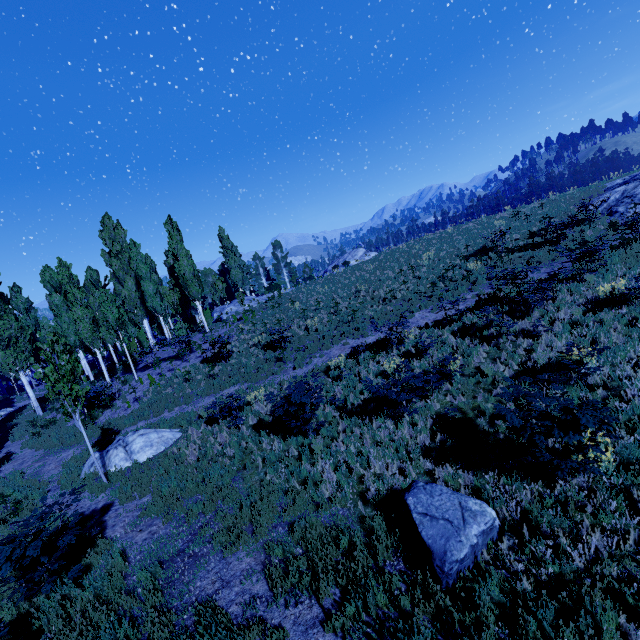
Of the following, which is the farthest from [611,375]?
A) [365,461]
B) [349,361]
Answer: [349,361]

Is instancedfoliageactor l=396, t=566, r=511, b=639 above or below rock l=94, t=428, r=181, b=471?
below

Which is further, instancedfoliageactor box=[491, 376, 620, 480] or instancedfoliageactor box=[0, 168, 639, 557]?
A: instancedfoliageactor box=[0, 168, 639, 557]

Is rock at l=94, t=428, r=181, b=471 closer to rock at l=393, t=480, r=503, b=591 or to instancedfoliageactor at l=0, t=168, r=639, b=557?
instancedfoliageactor at l=0, t=168, r=639, b=557

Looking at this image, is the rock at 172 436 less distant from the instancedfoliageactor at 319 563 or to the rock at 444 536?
the instancedfoliageactor at 319 563

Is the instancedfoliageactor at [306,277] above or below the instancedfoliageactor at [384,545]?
above

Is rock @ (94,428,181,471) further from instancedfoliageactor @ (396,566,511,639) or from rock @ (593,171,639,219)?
rock @ (593,171,639,219)
